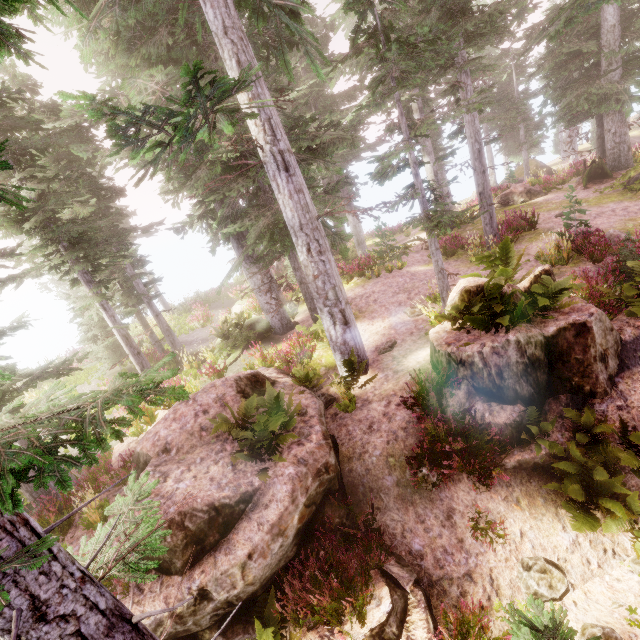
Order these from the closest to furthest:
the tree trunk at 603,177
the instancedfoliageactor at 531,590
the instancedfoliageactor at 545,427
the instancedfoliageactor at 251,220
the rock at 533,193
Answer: the instancedfoliageactor at 251,220
the instancedfoliageactor at 531,590
the instancedfoliageactor at 545,427
the tree trunk at 603,177
the rock at 533,193

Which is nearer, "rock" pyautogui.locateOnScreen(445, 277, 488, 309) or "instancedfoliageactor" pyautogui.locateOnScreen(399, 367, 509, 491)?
"instancedfoliageactor" pyautogui.locateOnScreen(399, 367, 509, 491)

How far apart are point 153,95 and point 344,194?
13.9 meters

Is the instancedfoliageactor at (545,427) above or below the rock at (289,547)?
below

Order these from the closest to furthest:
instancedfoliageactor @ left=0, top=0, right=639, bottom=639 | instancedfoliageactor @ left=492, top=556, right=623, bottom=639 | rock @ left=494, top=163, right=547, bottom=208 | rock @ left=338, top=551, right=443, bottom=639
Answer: instancedfoliageactor @ left=0, top=0, right=639, bottom=639, instancedfoliageactor @ left=492, top=556, right=623, bottom=639, rock @ left=338, top=551, right=443, bottom=639, rock @ left=494, top=163, right=547, bottom=208

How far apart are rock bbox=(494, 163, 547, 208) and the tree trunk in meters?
1.6 m

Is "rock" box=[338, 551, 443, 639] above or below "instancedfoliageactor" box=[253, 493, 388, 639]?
below

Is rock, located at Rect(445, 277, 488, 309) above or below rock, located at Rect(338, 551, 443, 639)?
above
